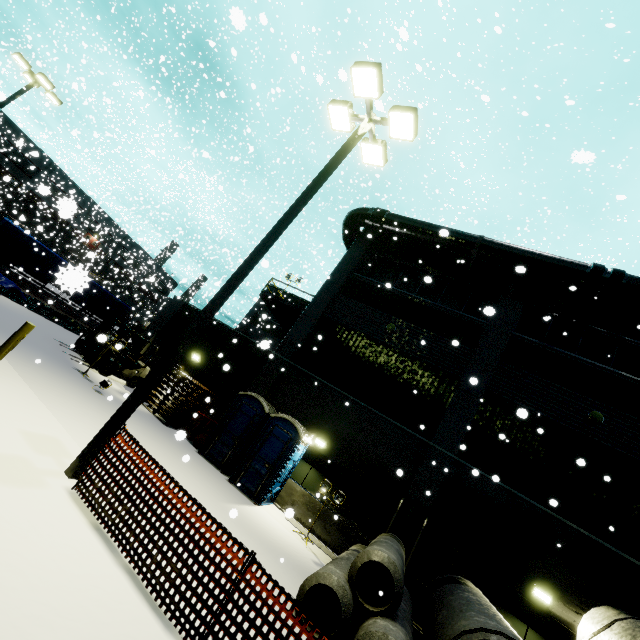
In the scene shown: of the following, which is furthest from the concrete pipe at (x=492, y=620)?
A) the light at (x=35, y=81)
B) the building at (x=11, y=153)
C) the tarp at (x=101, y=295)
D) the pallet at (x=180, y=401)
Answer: the light at (x=35, y=81)

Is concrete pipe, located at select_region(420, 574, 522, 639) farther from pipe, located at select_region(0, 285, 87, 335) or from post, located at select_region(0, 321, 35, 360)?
pipe, located at select_region(0, 285, 87, 335)

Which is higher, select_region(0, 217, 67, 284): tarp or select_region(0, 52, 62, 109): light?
select_region(0, 52, 62, 109): light

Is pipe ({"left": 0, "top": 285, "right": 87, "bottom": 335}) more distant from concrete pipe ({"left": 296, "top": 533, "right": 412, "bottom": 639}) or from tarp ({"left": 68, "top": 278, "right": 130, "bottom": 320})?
concrete pipe ({"left": 296, "top": 533, "right": 412, "bottom": 639})

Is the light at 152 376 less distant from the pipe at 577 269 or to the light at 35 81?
the pipe at 577 269

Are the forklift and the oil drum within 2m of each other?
no

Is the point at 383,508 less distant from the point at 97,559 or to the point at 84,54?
the point at 97,559

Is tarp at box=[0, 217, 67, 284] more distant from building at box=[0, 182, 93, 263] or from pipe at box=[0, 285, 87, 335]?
building at box=[0, 182, 93, 263]
